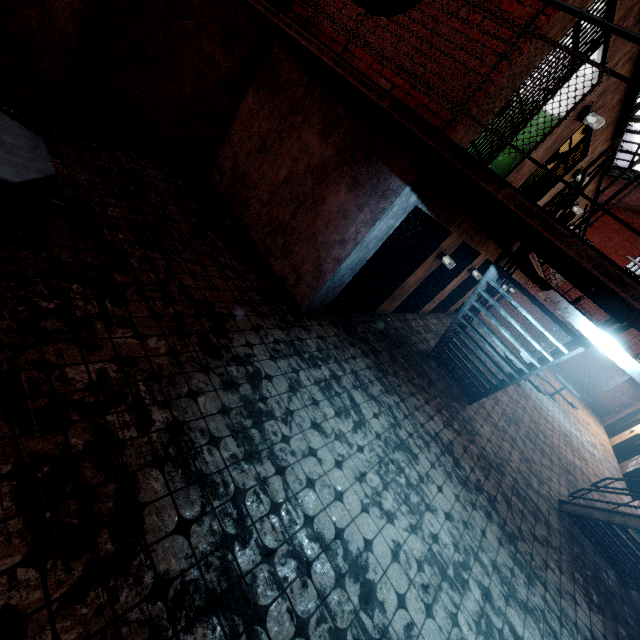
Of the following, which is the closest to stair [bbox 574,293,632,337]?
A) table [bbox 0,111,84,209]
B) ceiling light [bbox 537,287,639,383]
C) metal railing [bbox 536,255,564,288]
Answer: metal railing [bbox 536,255,564,288]

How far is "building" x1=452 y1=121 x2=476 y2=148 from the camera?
3.9 meters

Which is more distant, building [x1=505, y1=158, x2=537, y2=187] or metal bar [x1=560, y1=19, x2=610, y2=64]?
building [x1=505, y1=158, x2=537, y2=187]

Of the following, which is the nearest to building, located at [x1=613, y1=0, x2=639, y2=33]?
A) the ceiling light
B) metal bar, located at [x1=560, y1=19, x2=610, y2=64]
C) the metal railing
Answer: metal bar, located at [x1=560, y1=19, x2=610, y2=64]

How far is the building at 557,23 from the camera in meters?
3.4

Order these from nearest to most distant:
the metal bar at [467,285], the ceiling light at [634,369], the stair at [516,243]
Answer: the ceiling light at [634,369] < the stair at [516,243] < the metal bar at [467,285]

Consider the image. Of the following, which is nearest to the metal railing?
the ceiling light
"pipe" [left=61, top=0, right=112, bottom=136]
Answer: the ceiling light

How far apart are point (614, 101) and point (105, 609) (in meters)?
9.63
